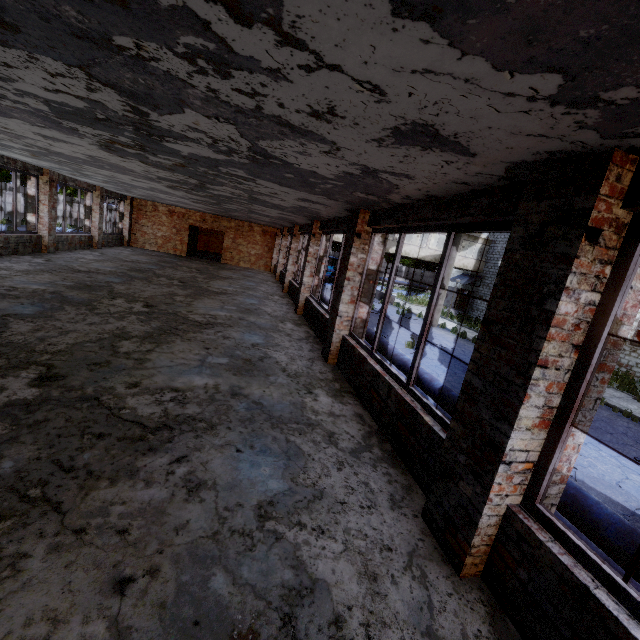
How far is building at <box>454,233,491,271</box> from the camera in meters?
29.1 m

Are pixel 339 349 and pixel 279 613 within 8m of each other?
yes

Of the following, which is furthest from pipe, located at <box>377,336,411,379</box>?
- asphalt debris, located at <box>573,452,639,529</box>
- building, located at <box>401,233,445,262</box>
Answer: building, located at <box>401,233,445,262</box>

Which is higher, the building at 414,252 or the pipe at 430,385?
the building at 414,252

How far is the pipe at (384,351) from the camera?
7.66m

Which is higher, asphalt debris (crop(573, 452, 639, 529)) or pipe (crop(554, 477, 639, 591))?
pipe (crop(554, 477, 639, 591))

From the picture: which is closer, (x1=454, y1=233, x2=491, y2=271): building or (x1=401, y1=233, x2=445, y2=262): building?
(x1=401, y1=233, x2=445, y2=262): building
